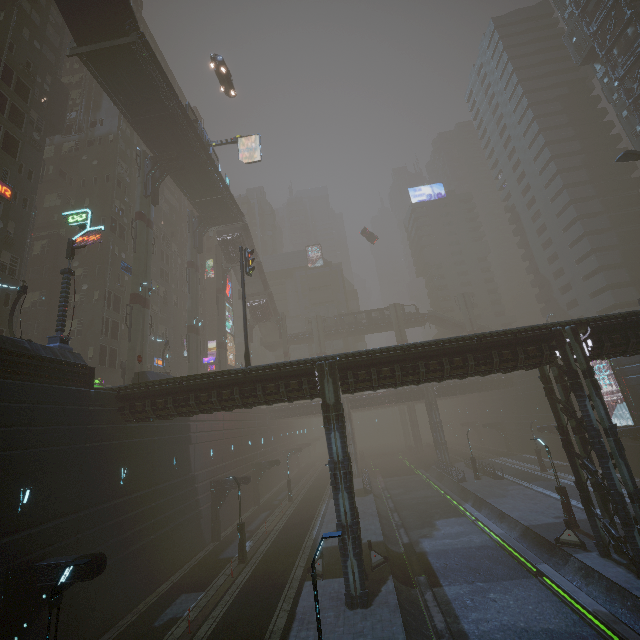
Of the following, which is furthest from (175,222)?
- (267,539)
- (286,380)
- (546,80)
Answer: (546,80)

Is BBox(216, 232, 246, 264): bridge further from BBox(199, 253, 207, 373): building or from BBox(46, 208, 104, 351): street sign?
BBox(46, 208, 104, 351): street sign

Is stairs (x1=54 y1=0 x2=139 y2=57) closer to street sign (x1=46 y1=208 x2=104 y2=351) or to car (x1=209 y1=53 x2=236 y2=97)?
car (x1=209 y1=53 x2=236 y2=97)

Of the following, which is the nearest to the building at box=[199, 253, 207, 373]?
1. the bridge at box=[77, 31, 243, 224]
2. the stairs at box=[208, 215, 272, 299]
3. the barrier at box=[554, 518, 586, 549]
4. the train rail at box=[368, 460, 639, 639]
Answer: the train rail at box=[368, 460, 639, 639]

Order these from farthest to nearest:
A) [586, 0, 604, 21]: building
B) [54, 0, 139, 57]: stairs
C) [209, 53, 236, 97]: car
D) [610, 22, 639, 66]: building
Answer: [586, 0, 604, 21]: building
[610, 22, 639, 66]: building
[209, 53, 236, 97]: car
[54, 0, 139, 57]: stairs

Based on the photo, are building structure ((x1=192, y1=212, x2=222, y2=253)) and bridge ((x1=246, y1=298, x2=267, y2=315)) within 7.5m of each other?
no

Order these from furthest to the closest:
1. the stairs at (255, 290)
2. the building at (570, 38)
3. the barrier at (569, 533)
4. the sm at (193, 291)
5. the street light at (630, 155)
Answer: the stairs at (255, 290) → the building at (570, 38) → the sm at (193, 291) → the street light at (630, 155) → the barrier at (569, 533)

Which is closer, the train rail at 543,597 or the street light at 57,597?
the street light at 57,597
